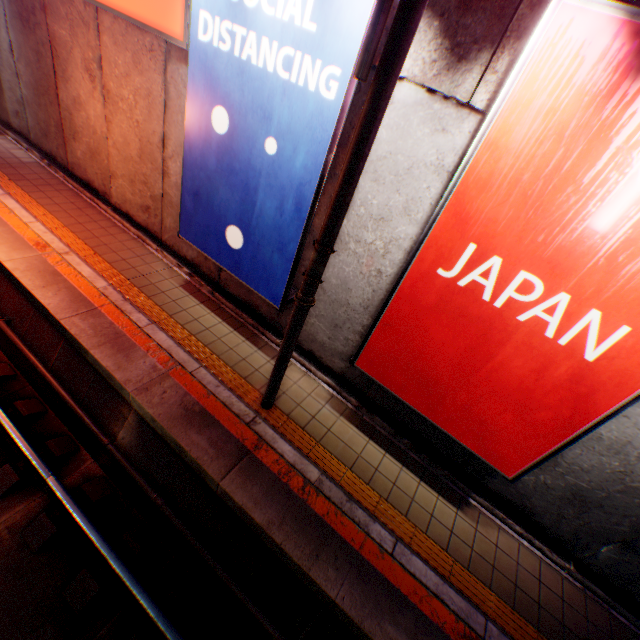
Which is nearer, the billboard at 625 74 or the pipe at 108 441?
the billboard at 625 74

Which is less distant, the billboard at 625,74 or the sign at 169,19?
the billboard at 625,74

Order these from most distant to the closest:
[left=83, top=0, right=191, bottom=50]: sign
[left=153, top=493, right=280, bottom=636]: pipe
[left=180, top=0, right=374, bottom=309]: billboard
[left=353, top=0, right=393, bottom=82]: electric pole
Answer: [left=83, top=0, right=191, bottom=50]: sign, [left=153, top=493, right=280, bottom=636]: pipe, [left=180, top=0, right=374, bottom=309]: billboard, [left=353, top=0, right=393, bottom=82]: electric pole

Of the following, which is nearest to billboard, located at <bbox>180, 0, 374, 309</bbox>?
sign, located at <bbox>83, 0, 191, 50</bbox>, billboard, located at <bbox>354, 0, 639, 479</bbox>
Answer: sign, located at <bbox>83, 0, 191, 50</bbox>

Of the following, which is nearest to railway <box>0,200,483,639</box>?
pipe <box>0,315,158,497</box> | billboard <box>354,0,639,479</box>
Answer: pipe <box>0,315,158,497</box>

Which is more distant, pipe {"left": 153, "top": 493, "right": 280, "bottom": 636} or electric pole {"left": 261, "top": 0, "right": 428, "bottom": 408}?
pipe {"left": 153, "top": 493, "right": 280, "bottom": 636}

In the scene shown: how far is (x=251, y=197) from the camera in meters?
4.9 m

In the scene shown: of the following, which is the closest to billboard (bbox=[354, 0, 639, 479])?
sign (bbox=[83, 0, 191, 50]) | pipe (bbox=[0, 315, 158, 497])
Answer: pipe (bbox=[0, 315, 158, 497])
